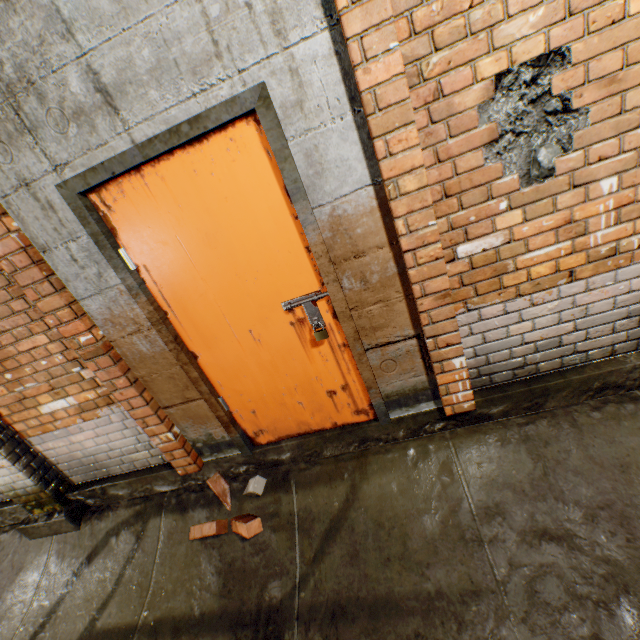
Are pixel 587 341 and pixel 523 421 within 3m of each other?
yes

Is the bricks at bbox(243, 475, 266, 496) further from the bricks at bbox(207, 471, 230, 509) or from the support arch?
the support arch

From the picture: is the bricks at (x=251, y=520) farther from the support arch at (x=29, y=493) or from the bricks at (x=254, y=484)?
the support arch at (x=29, y=493)

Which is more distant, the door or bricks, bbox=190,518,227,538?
bricks, bbox=190,518,227,538

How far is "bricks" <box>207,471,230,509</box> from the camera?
2.7m

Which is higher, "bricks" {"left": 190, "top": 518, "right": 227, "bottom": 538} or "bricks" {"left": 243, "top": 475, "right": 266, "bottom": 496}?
"bricks" {"left": 243, "top": 475, "right": 266, "bottom": 496}

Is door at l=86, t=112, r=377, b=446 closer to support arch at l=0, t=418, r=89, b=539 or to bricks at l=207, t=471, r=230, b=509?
bricks at l=207, t=471, r=230, b=509

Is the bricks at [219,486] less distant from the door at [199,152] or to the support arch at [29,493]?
the door at [199,152]
